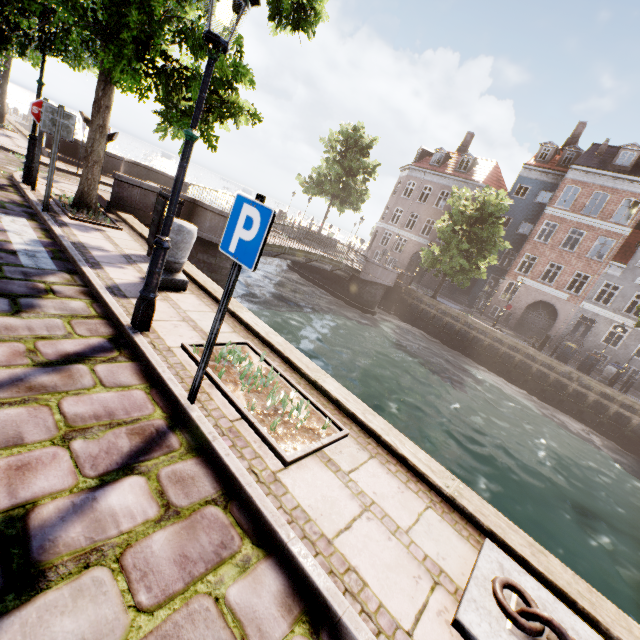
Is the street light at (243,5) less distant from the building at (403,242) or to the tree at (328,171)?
the tree at (328,171)

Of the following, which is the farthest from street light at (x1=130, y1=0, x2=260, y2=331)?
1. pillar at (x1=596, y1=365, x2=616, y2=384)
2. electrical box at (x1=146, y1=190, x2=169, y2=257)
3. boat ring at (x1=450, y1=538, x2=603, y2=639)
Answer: pillar at (x1=596, y1=365, x2=616, y2=384)

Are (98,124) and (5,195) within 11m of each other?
yes

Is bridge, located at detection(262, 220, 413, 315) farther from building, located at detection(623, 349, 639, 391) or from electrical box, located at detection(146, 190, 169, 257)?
building, located at detection(623, 349, 639, 391)

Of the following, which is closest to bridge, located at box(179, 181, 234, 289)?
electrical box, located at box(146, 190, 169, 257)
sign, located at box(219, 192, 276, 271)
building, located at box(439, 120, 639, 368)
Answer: electrical box, located at box(146, 190, 169, 257)

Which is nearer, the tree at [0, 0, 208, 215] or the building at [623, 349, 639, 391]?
the tree at [0, 0, 208, 215]

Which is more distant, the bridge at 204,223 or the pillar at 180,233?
the bridge at 204,223

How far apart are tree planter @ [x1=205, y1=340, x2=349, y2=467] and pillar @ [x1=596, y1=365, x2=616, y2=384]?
21.8m
